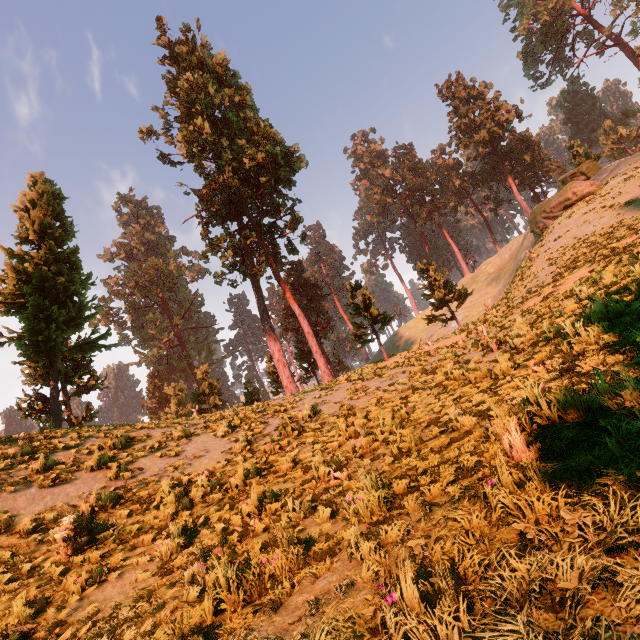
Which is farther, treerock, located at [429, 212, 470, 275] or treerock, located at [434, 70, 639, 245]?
treerock, located at [429, 212, 470, 275]

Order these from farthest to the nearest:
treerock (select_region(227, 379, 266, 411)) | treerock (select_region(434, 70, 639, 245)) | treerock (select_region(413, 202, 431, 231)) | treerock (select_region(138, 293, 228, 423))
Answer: treerock (select_region(413, 202, 431, 231)), treerock (select_region(138, 293, 228, 423)), treerock (select_region(434, 70, 639, 245)), treerock (select_region(227, 379, 266, 411))

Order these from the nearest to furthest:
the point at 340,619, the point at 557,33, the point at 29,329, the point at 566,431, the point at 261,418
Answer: the point at 340,619 → the point at 566,431 → the point at 261,418 → the point at 29,329 → the point at 557,33

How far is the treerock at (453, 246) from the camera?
57.21m

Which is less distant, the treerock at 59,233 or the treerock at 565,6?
the treerock at 59,233

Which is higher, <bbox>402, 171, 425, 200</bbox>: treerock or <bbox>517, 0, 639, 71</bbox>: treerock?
<bbox>517, 0, 639, 71</bbox>: treerock

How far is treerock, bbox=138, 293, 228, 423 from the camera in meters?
32.7
